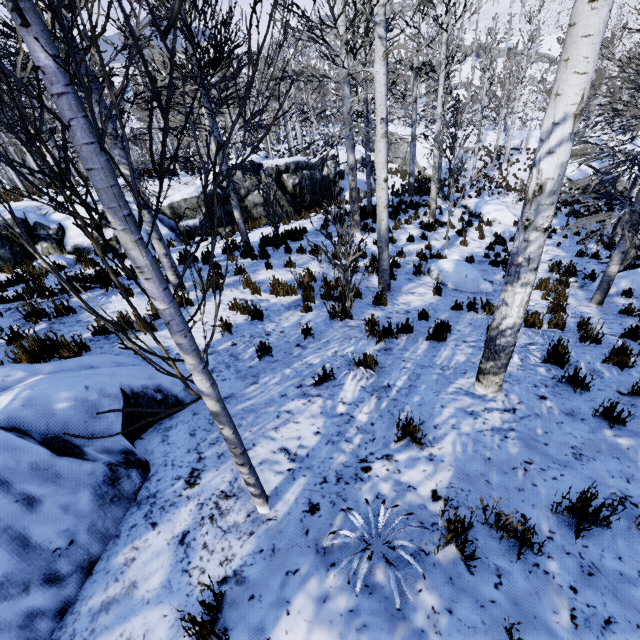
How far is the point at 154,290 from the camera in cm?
131

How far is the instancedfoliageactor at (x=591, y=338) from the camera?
5.2m

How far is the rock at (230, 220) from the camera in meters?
13.2 m

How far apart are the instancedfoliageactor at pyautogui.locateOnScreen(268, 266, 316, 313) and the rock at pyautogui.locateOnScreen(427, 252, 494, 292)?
4.17m

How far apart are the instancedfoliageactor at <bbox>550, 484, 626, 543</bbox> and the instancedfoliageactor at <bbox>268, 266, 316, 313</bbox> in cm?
542

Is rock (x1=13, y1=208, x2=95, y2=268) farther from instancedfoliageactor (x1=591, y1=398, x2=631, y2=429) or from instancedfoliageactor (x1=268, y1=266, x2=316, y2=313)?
instancedfoliageactor (x1=268, y1=266, x2=316, y2=313)

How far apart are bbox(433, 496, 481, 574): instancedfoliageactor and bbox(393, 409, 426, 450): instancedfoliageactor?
0.8m

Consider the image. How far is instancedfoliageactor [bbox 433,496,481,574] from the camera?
2.0 meters
